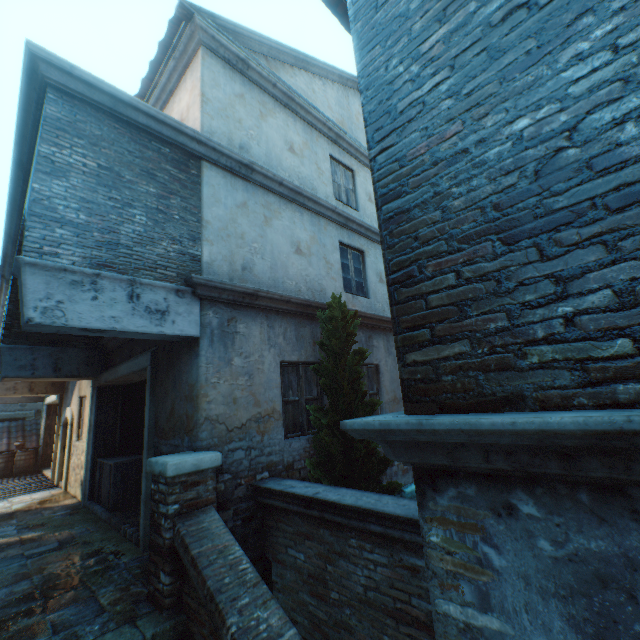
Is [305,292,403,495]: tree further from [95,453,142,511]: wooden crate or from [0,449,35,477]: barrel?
[0,449,35,477]: barrel

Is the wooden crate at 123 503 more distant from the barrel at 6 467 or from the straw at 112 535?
the barrel at 6 467

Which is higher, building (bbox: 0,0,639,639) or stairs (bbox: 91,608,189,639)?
building (bbox: 0,0,639,639)

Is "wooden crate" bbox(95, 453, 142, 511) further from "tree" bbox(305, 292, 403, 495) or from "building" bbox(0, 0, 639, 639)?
"tree" bbox(305, 292, 403, 495)

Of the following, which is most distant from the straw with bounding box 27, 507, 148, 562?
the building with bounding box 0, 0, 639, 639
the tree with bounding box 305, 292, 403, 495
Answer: the tree with bounding box 305, 292, 403, 495

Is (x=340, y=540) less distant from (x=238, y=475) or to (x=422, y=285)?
(x=238, y=475)

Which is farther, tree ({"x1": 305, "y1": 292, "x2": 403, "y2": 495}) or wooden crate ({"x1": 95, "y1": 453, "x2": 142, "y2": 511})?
wooden crate ({"x1": 95, "y1": 453, "x2": 142, "y2": 511})

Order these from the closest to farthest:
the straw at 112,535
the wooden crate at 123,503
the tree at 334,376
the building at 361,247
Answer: the building at 361,247 → the tree at 334,376 → the straw at 112,535 → the wooden crate at 123,503
